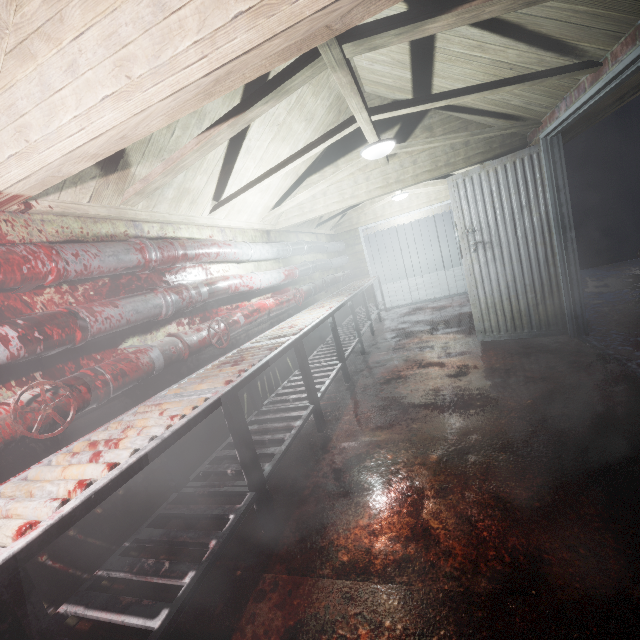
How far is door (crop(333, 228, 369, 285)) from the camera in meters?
7.3

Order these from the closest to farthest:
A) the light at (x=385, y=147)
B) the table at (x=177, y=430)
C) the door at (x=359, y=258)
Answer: the table at (x=177, y=430) → the light at (x=385, y=147) → the door at (x=359, y=258)

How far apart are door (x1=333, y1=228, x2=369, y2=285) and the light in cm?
407

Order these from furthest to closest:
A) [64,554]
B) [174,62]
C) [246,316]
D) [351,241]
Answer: [351,241], [246,316], [64,554], [174,62]

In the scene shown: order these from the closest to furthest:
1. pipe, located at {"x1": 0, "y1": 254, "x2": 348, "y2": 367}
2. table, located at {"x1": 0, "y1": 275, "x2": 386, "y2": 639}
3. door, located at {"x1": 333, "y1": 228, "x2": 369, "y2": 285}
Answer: table, located at {"x1": 0, "y1": 275, "x2": 386, "y2": 639}, pipe, located at {"x1": 0, "y1": 254, "x2": 348, "y2": 367}, door, located at {"x1": 333, "y1": 228, "x2": 369, "y2": 285}

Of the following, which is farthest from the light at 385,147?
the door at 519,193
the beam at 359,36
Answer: the door at 519,193

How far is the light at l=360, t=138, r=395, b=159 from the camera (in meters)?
2.88

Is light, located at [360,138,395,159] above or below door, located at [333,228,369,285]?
above
